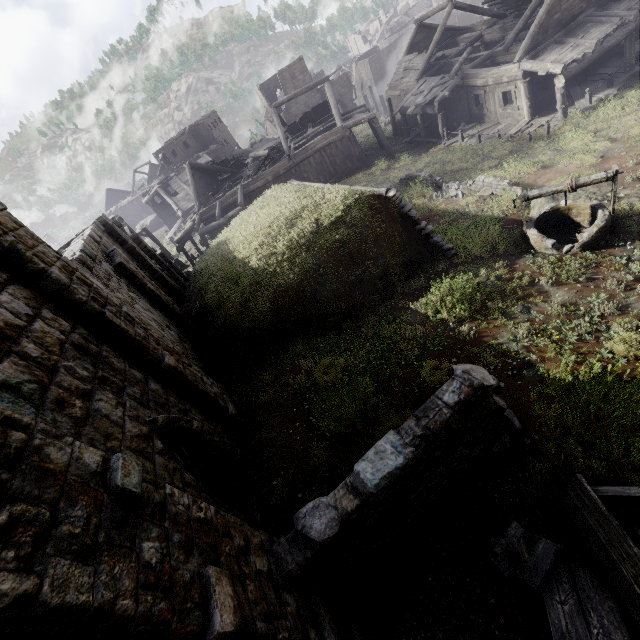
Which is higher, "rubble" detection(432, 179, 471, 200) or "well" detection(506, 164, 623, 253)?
"well" detection(506, 164, 623, 253)

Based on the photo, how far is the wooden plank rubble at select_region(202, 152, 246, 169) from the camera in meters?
30.1 m

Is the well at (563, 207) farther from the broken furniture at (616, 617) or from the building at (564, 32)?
the broken furniture at (616, 617)

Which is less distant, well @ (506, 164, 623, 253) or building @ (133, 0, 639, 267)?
well @ (506, 164, 623, 253)

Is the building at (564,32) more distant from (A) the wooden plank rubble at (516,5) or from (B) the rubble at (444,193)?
(B) the rubble at (444,193)

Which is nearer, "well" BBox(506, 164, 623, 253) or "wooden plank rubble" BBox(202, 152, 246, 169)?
"well" BBox(506, 164, 623, 253)

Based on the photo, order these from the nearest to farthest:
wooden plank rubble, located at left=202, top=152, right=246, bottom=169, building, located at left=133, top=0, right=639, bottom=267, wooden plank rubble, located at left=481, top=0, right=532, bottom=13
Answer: building, located at left=133, top=0, right=639, bottom=267
wooden plank rubble, located at left=481, top=0, right=532, bottom=13
wooden plank rubble, located at left=202, top=152, right=246, bottom=169

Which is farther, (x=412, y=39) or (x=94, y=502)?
Answer: (x=412, y=39)
